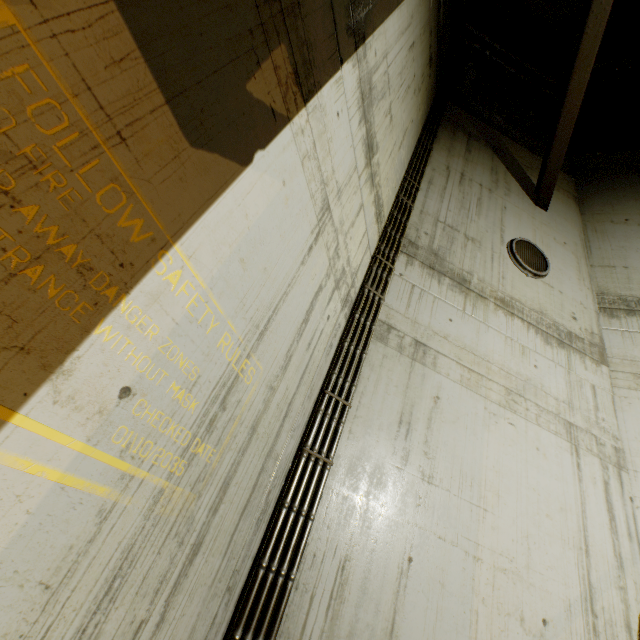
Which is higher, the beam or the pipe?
the beam

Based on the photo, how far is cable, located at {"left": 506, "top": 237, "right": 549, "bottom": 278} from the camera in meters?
5.3

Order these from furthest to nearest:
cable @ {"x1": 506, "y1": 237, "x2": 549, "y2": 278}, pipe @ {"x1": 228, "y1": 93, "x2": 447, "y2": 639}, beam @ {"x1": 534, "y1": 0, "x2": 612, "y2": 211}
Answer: cable @ {"x1": 506, "y1": 237, "x2": 549, "y2": 278} → beam @ {"x1": 534, "y1": 0, "x2": 612, "y2": 211} → pipe @ {"x1": 228, "y1": 93, "x2": 447, "y2": 639}

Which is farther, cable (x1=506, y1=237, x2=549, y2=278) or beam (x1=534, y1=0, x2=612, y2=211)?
cable (x1=506, y1=237, x2=549, y2=278)

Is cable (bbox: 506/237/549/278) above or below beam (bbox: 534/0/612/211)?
below

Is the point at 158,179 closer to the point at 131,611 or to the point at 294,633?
the point at 131,611

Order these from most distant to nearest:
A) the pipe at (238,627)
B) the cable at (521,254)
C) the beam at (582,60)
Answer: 1. the cable at (521,254)
2. the beam at (582,60)
3. the pipe at (238,627)

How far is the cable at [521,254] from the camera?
5.3m
